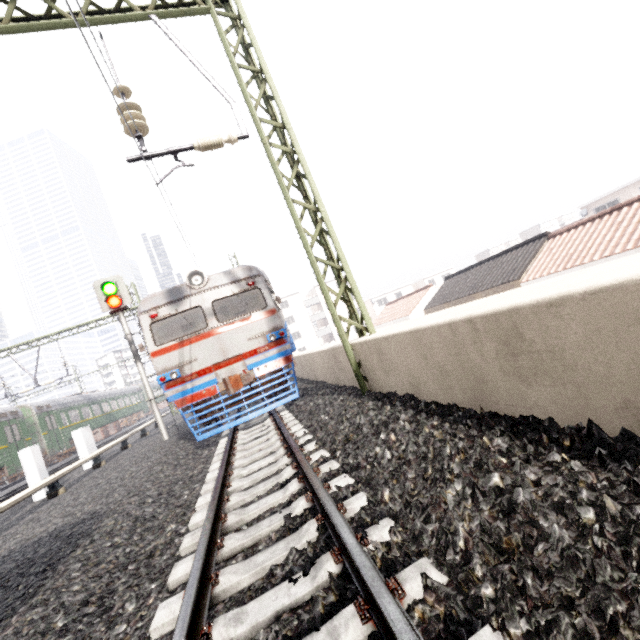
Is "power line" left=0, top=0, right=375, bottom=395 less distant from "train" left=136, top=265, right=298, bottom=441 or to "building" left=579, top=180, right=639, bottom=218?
"train" left=136, top=265, right=298, bottom=441

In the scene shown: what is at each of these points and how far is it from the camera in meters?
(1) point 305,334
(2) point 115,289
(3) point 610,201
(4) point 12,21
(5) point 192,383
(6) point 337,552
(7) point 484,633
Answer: (1) building, 57.8 m
(2) traffic signal, 11.0 m
(3) building, 32.2 m
(4) power line, 5.6 m
(5) train, 8.0 m
(6) train track, 2.1 m
(7) train track, 1.3 m

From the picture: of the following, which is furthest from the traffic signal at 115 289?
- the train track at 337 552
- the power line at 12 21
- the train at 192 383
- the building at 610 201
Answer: the building at 610 201

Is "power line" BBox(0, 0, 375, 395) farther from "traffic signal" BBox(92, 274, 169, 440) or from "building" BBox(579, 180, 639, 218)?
"building" BBox(579, 180, 639, 218)

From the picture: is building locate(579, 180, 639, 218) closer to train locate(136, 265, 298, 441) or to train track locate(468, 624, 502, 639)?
train locate(136, 265, 298, 441)

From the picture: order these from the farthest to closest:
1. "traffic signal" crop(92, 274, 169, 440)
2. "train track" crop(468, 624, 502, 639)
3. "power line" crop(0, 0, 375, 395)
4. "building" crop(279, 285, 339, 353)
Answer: "building" crop(279, 285, 339, 353) → "traffic signal" crop(92, 274, 169, 440) → "power line" crop(0, 0, 375, 395) → "train track" crop(468, 624, 502, 639)

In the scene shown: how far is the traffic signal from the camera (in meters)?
10.89

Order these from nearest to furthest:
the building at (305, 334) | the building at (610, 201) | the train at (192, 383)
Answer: the train at (192, 383), the building at (610, 201), the building at (305, 334)
